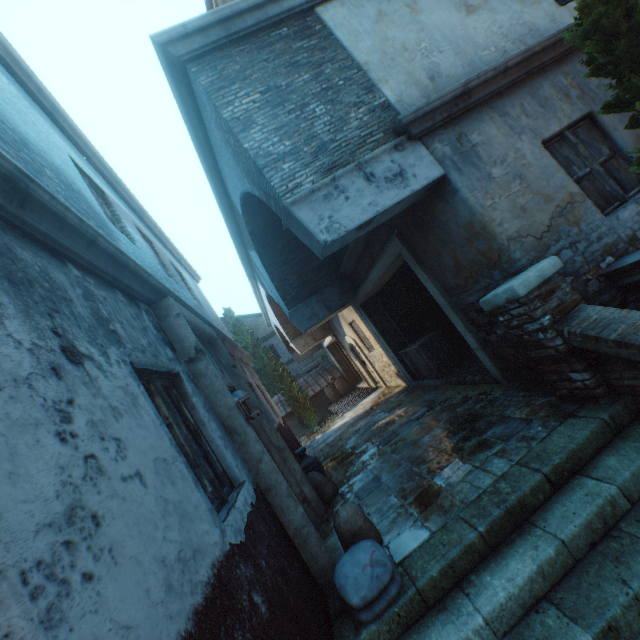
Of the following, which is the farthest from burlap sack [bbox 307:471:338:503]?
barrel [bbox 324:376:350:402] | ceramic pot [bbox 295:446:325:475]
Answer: barrel [bbox 324:376:350:402]

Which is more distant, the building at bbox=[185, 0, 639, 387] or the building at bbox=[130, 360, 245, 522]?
the building at bbox=[185, 0, 639, 387]

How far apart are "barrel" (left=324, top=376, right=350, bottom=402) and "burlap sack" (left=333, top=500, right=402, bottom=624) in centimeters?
1484cm

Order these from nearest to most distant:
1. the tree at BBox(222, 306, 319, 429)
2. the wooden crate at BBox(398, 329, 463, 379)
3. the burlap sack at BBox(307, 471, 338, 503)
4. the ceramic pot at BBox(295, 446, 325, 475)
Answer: the burlap sack at BBox(307, 471, 338, 503)
the ceramic pot at BBox(295, 446, 325, 475)
the wooden crate at BBox(398, 329, 463, 379)
the tree at BBox(222, 306, 319, 429)

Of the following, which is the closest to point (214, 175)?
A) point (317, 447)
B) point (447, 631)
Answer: point (447, 631)

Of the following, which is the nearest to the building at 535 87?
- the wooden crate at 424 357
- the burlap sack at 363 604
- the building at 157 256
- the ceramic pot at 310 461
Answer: the wooden crate at 424 357

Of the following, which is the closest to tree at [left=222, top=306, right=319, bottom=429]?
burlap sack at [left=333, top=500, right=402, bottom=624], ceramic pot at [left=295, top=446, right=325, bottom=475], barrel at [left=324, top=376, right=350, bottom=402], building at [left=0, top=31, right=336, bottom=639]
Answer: building at [left=0, top=31, right=336, bottom=639]

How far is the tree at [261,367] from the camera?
18.3 meters
